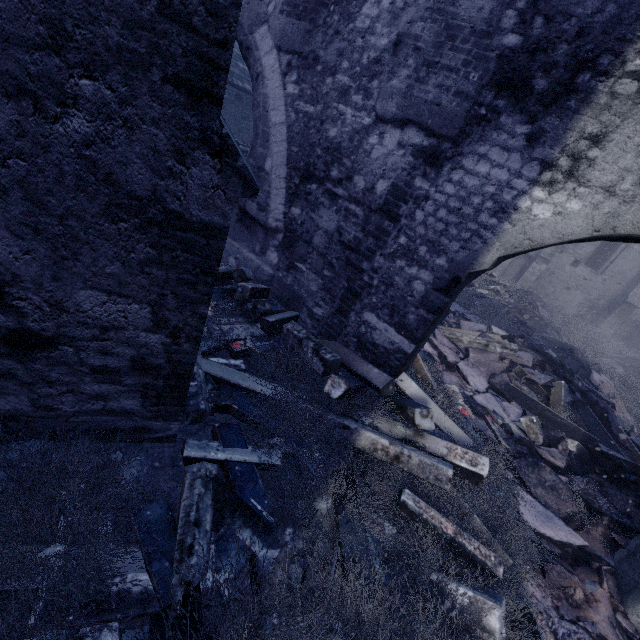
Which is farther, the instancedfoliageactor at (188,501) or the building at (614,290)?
the building at (614,290)

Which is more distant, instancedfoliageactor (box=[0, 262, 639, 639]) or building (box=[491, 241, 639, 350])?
building (box=[491, 241, 639, 350])

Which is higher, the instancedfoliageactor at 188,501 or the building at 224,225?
the building at 224,225

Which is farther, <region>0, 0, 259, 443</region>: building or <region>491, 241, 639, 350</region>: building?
<region>491, 241, 639, 350</region>: building

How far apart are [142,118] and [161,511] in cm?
222

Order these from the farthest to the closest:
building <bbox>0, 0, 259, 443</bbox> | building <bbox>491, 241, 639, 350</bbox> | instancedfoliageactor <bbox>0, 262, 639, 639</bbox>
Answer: building <bbox>491, 241, 639, 350</bbox>
instancedfoliageactor <bbox>0, 262, 639, 639</bbox>
building <bbox>0, 0, 259, 443</bbox>

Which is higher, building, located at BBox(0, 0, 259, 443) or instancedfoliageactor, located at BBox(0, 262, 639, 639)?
building, located at BBox(0, 0, 259, 443)
